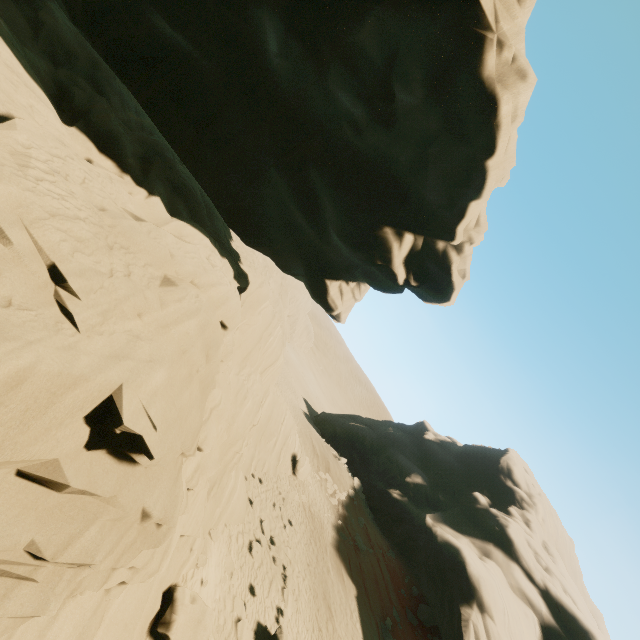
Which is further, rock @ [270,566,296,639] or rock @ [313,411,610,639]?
rock @ [313,411,610,639]

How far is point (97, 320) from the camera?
4.9m

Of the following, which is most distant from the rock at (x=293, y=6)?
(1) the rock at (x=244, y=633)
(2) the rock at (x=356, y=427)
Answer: (2) the rock at (x=356, y=427)

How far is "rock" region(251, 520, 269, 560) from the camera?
14.6m

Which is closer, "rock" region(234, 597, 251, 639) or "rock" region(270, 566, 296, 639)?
"rock" region(234, 597, 251, 639)

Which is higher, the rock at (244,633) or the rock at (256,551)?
the rock at (256,551)

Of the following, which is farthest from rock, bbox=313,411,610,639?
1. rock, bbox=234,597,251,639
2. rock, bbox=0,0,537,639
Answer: rock, bbox=234,597,251,639

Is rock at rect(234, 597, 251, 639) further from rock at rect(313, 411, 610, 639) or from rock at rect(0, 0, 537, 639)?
rock at rect(313, 411, 610, 639)
